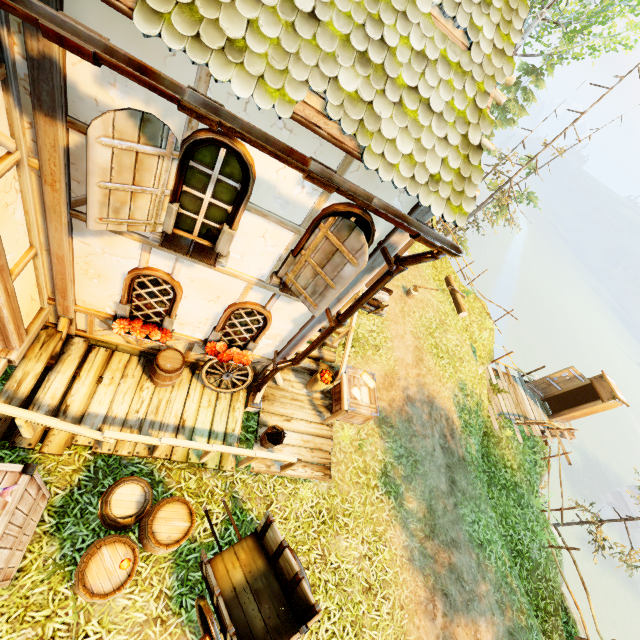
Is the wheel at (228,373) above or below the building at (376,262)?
below

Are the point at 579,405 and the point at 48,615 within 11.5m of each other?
no

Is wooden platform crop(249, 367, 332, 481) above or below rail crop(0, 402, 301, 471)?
below

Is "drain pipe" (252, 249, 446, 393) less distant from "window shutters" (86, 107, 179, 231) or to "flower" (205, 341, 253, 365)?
"flower" (205, 341, 253, 365)

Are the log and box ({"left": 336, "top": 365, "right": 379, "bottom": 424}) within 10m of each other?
yes

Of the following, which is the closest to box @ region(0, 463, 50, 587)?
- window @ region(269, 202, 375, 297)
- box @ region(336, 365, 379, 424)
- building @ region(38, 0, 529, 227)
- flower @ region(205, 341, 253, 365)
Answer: building @ region(38, 0, 529, 227)

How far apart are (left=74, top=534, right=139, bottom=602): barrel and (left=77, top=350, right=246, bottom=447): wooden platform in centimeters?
38cm

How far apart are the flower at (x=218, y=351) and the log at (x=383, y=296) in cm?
423
